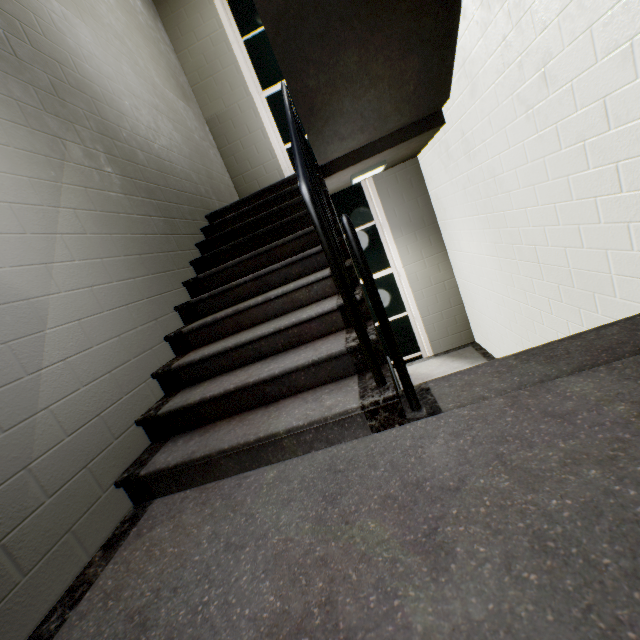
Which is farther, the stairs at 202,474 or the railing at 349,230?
the railing at 349,230

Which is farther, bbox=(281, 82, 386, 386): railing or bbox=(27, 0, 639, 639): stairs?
bbox=(281, 82, 386, 386): railing

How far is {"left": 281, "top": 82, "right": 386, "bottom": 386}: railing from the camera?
1.32m

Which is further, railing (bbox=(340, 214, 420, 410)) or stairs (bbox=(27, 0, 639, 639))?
railing (bbox=(340, 214, 420, 410))

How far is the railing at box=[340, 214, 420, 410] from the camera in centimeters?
133cm

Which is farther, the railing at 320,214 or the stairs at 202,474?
the railing at 320,214

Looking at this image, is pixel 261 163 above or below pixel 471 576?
above
